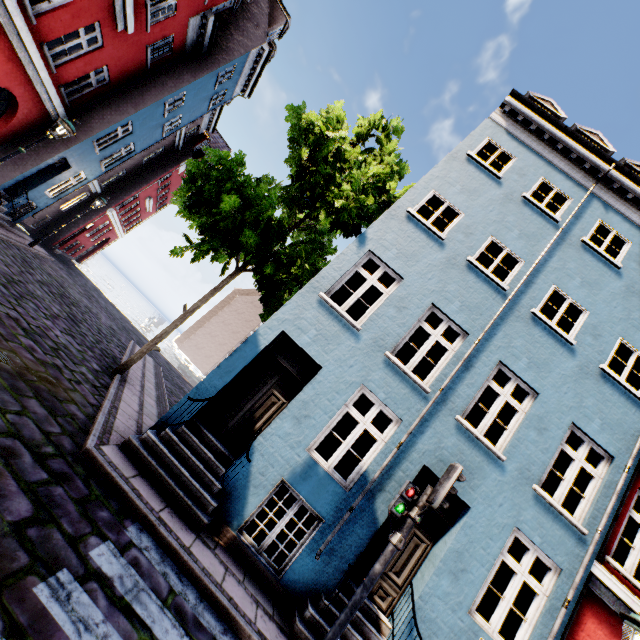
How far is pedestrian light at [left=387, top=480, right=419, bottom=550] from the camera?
4.72m

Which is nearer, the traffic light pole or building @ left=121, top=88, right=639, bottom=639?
the traffic light pole

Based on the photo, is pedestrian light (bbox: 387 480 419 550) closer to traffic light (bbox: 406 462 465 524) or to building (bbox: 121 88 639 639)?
traffic light (bbox: 406 462 465 524)

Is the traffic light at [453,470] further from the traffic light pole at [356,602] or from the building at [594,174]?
the building at [594,174]

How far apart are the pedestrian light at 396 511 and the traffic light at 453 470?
0.10m

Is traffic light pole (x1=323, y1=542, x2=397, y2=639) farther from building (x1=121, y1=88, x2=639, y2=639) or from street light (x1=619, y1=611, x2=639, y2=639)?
street light (x1=619, y1=611, x2=639, y2=639)

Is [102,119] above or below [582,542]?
above

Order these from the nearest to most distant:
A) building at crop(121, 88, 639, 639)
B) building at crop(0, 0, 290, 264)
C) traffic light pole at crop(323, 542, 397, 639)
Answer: traffic light pole at crop(323, 542, 397, 639) → building at crop(121, 88, 639, 639) → building at crop(0, 0, 290, 264)
